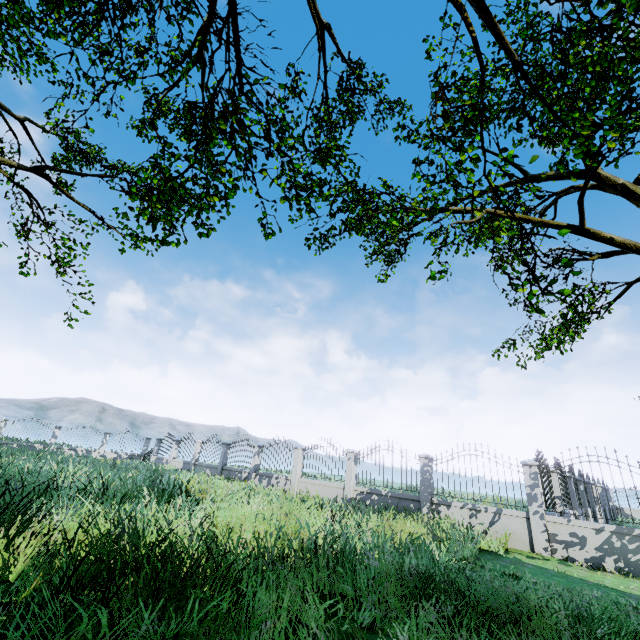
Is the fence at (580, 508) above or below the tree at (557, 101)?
below

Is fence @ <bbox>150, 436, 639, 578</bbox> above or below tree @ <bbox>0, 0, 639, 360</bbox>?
below

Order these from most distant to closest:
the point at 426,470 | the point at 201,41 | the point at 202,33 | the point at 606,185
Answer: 1. the point at 606,185
2. the point at 201,41
3. the point at 202,33
4. the point at 426,470
